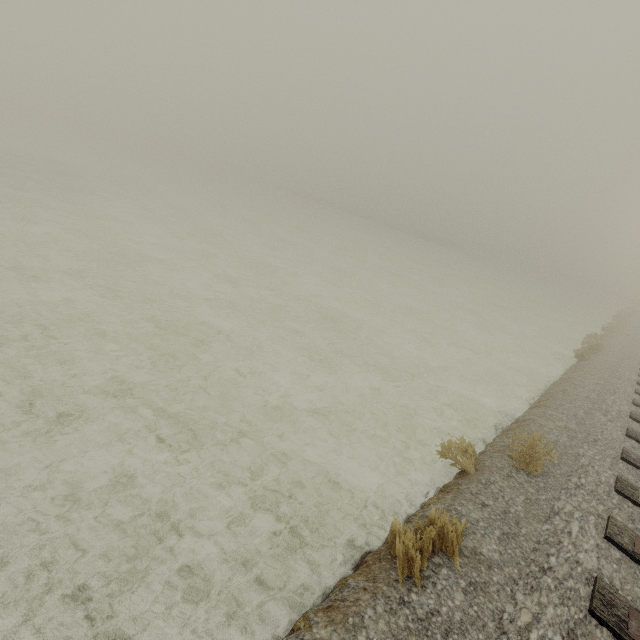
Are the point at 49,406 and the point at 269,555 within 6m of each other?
yes
